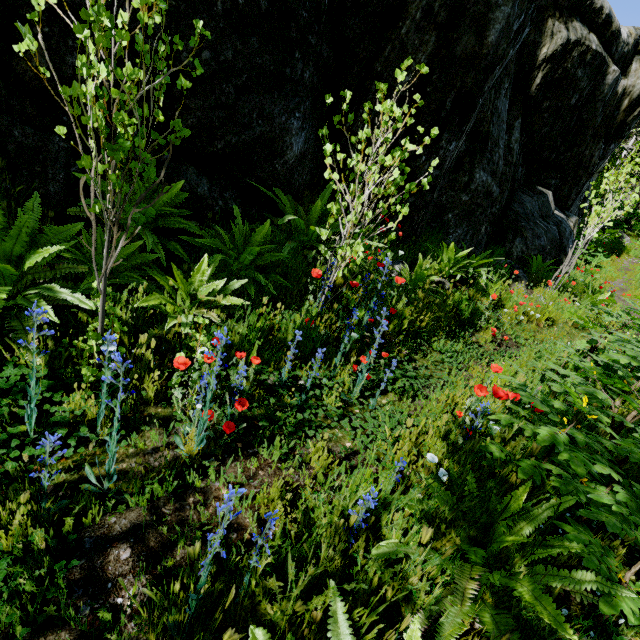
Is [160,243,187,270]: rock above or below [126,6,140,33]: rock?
below

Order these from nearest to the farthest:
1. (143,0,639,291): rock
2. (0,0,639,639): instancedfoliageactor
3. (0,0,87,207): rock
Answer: (0,0,639,639): instancedfoliageactor
(0,0,87,207): rock
(143,0,639,291): rock

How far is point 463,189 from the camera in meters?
6.4

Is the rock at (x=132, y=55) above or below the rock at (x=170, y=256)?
above

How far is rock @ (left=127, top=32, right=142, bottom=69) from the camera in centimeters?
259cm

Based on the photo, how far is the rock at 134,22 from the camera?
2.5 meters
